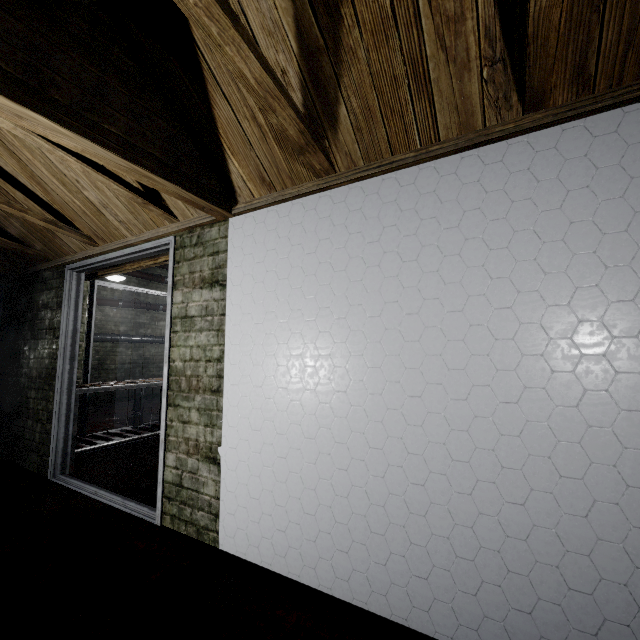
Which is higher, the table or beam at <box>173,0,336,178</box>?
beam at <box>173,0,336,178</box>

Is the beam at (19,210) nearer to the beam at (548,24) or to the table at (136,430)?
the beam at (548,24)

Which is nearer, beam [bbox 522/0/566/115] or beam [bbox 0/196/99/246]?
beam [bbox 522/0/566/115]

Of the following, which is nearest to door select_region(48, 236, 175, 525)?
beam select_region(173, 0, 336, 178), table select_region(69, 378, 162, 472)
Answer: table select_region(69, 378, 162, 472)

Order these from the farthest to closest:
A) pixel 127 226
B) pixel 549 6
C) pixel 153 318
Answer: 1. pixel 153 318
2. pixel 127 226
3. pixel 549 6

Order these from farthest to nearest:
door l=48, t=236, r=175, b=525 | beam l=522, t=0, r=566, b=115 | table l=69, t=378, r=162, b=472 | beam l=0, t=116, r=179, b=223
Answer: table l=69, t=378, r=162, b=472 → door l=48, t=236, r=175, b=525 → beam l=0, t=116, r=179, b=223 → beam l=522, t=0, r=566, b=115

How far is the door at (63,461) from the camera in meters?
2.2 m

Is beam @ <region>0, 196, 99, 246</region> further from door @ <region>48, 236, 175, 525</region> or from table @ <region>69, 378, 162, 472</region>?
table @ <region>69, 378, 162, 472</region>
